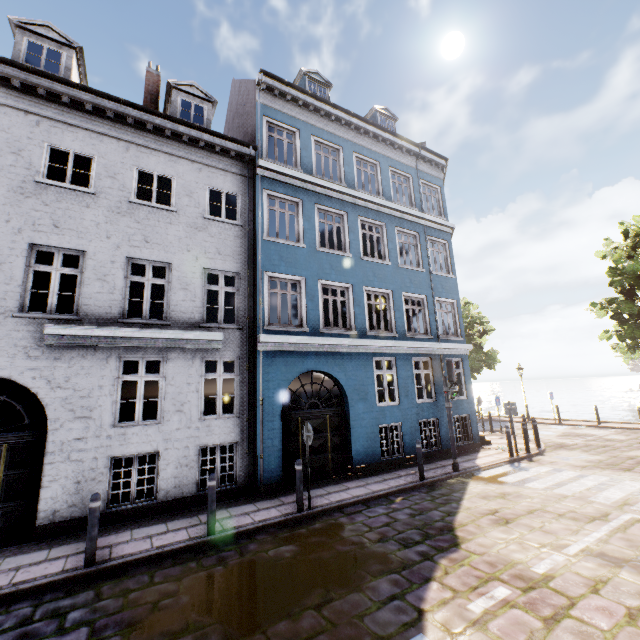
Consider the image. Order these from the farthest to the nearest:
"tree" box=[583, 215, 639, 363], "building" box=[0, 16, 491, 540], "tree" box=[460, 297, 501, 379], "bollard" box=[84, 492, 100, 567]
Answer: "tree" box=[460, 297, 501, 379] < "tree" box=[583, 215, 639, 363] < "building" box=[0, 16, 491, 540] < "bollard" box=[84, 492, 100, 567]

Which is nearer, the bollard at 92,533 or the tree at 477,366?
the bollard at 92,533

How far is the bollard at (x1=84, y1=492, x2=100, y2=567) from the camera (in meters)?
5.41

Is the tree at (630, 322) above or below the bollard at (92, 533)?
above

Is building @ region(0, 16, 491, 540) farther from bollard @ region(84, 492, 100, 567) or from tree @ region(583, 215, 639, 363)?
tree @ region(583, 215, 639, 363)

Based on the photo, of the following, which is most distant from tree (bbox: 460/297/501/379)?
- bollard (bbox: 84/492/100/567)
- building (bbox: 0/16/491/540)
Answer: bollard (bbox: 84/492/100/567)

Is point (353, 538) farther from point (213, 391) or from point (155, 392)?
point (155, 392)
